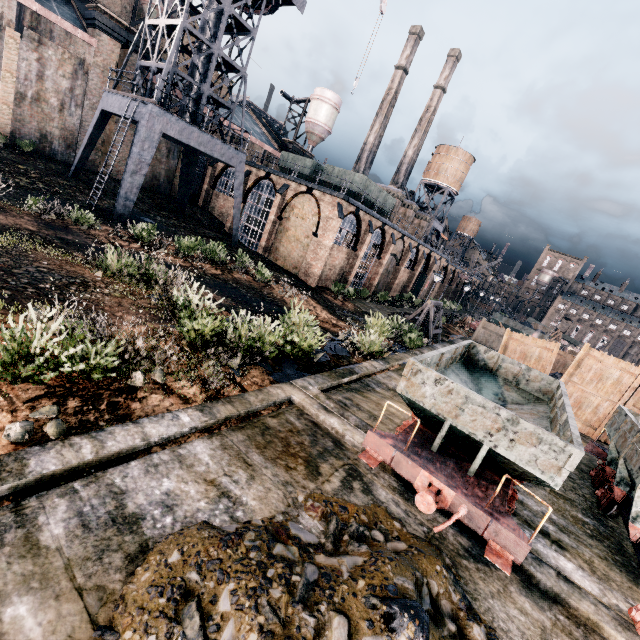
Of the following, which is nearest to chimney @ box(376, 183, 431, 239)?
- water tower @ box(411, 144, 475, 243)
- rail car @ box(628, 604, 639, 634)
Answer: water tower @ box(411, 144, 475, 243)

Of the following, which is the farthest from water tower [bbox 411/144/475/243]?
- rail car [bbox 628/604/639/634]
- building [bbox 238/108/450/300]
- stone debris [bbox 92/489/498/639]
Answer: stone debris [bbox 92/489/498/639]

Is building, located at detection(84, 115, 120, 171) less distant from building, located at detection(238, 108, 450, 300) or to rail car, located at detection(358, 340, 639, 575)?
building, located at detection(238, 108, 450, 300)

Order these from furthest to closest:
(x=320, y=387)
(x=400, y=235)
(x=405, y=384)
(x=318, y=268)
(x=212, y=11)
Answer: (x=400, y=235) → (x=318, y=268) → (x=212, y=11) → (x=320, y=387) → (x=405, y=384)

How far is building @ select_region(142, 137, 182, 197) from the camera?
33.8 meters

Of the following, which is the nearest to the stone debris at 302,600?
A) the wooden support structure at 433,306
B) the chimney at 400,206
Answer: the wooden support structure at 433,306

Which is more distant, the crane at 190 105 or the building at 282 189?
the building at 282 189

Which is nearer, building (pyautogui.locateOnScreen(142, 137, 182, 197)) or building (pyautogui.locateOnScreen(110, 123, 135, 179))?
building (pyautogui.locateOnScreen(110, 123, 135, 179))
